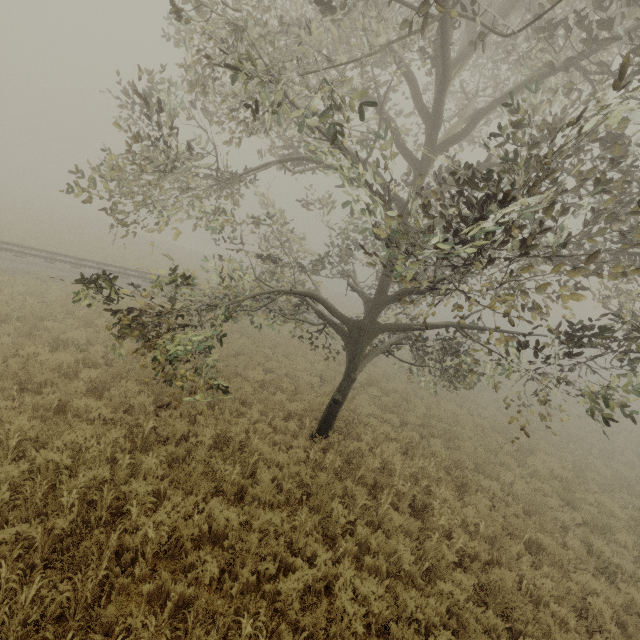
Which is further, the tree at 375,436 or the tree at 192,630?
the tree at 375,436

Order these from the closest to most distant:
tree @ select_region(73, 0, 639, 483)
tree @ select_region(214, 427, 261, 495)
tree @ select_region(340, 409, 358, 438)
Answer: tree @ select_region(73, 0, 639, 483)
tree @ select_region(214, 427, 261, 495)
tree @ select_region(340, 409, 358, 438)

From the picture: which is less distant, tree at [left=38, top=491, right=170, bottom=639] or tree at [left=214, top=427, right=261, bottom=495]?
tree at [left=38, top=491, right=170, bottom=639]

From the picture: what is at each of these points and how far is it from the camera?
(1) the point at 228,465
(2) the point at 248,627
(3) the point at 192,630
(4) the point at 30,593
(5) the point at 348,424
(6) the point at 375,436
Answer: (1) tree, 6.6m
(2) tree, 4.0m
(3) tree, 3.8m
(4) tree, 3.7m
(5) tree, 10.1m
(6) tree, 9.8m

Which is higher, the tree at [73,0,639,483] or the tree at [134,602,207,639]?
the tree at [73,0,639,483]

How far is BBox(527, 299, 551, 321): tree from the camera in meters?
3.9 m
